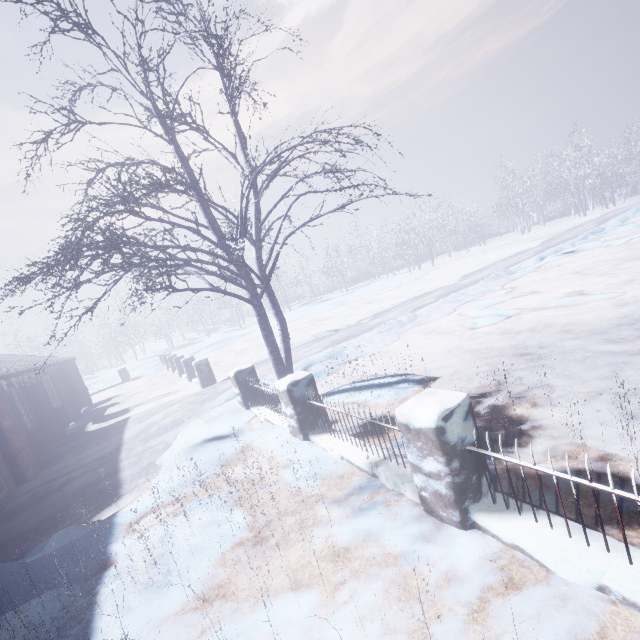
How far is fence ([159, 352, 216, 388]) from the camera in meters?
10.3

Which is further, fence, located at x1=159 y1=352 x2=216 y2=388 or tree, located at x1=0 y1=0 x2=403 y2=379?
fence, located at x1=159 y1=352 x2=216 y2=388

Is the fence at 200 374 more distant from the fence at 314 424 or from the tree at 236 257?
the fence at 314 424

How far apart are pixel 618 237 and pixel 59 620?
18.4 meters

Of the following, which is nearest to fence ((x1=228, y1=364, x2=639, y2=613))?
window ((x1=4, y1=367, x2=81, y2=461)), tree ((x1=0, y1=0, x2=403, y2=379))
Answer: tree ((x1=0, y1=0, x2=403, y2=379))

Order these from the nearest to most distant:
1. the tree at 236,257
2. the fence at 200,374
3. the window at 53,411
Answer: the tree at 236,257
the window at 53,411
the fence at 200,374

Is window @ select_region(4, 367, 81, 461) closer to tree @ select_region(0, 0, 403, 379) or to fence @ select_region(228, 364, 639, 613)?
tree @ select_region(0, 0, 403, 379)

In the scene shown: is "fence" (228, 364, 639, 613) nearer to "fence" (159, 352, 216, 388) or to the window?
"fence" (159, 352, 216, 388)
